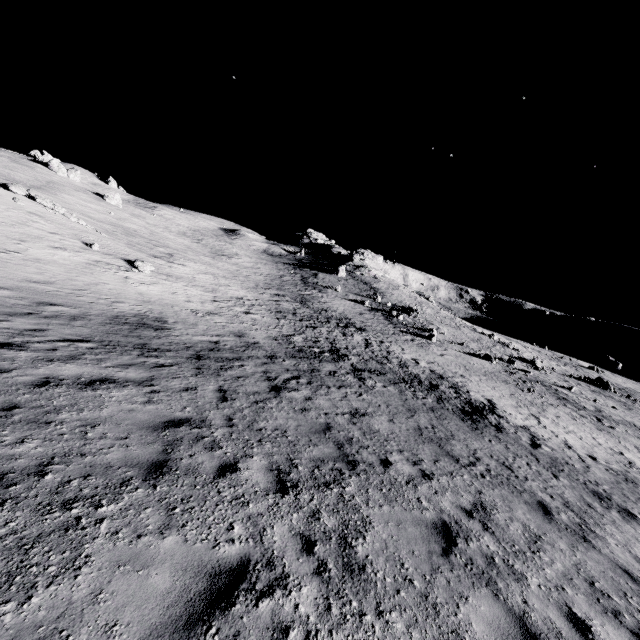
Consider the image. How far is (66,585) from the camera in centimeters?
306cm
